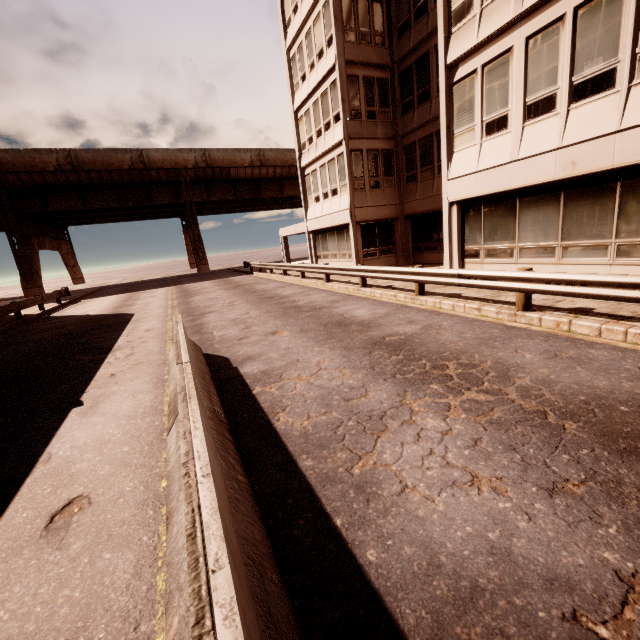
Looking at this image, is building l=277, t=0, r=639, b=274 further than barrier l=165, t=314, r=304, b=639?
Yes

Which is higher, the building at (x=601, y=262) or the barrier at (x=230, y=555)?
the building at (x=601, y=262)

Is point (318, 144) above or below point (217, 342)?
above

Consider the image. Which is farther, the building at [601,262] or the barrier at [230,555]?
the building at [601,262]

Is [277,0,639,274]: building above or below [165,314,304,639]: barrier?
above
